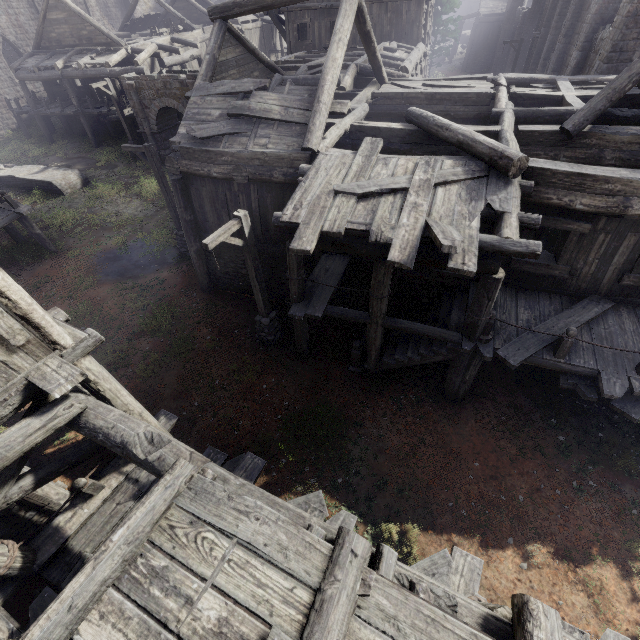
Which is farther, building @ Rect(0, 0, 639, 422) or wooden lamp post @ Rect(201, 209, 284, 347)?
wooden lamp post @ Rect(201, 209, 284, 347)

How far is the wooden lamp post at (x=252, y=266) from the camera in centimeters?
776cm

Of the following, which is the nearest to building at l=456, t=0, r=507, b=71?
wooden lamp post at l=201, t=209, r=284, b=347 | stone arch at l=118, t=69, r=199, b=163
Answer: stone arch at l=118, t=69, r=199, b=163

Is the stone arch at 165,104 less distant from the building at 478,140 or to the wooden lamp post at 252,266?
the building at 478,140

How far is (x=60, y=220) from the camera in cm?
1797

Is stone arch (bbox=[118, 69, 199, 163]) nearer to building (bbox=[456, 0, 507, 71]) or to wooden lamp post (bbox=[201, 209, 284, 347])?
building (bbox=[456, 0, 507, 71])

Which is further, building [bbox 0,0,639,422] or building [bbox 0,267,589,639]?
building [bbox 0,0,639,422]
